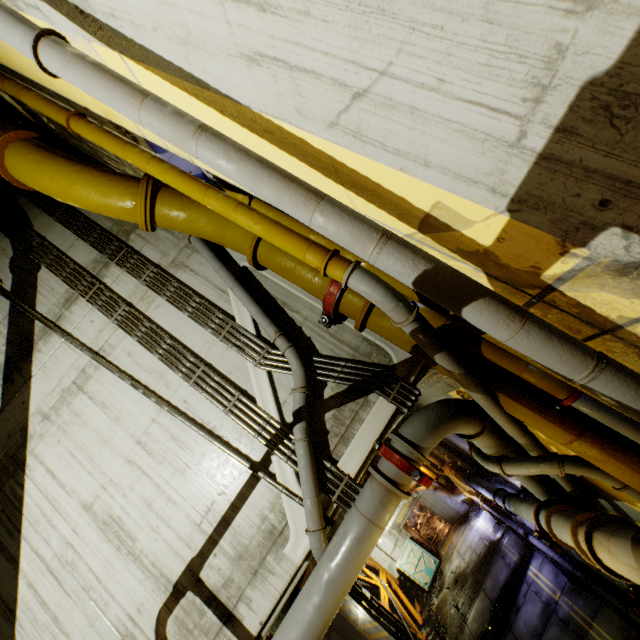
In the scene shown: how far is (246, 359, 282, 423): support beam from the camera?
5.2 meters

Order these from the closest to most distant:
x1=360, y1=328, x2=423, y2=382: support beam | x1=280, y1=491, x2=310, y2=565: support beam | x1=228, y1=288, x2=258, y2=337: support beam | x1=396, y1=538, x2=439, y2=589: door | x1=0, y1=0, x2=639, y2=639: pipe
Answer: x1=0, y1=0, x2=639, y2=639: pipe
x1=280, y1=491, x2=310, y2=565: support beam
x1=360, y1=328, x2=423, y2=382: support beam
x1=228, y1=288, x2=258, y2=337: support beam
x1=396, y1=538, x2=439, y2=589: door

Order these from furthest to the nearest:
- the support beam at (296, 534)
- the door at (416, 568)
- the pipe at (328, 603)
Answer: the door at (416, 568)
the support beam at (296, 534)
the pipe at (328, 603)

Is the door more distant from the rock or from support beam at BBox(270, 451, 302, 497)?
support beam at BBox(270, 451, 302, 497)

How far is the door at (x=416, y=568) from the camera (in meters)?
18.08

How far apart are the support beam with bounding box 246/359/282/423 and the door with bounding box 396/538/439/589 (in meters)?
19.05

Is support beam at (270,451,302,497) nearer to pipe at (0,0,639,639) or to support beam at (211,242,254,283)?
pipe at (0,0,639,639)

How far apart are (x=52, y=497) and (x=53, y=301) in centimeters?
377cm
